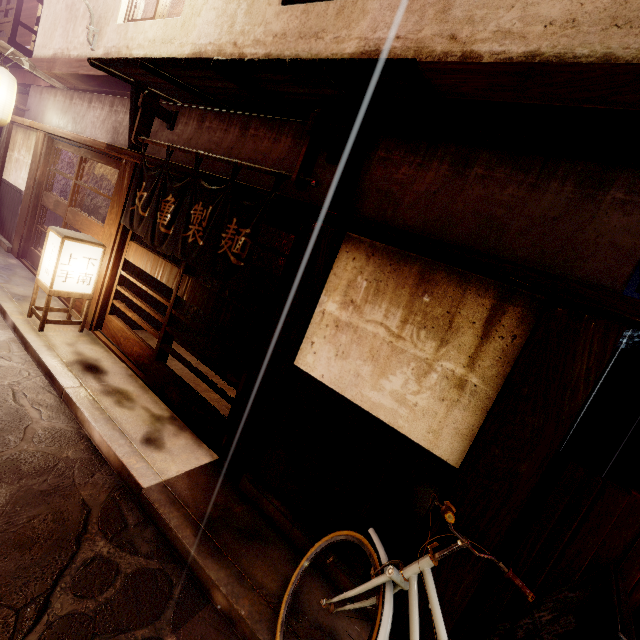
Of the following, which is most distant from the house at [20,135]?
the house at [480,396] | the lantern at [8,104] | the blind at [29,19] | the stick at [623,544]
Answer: the stick at [623,544]

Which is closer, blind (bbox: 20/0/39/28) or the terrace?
the terrace

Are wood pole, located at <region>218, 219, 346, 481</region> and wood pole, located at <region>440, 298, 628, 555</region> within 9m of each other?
yes

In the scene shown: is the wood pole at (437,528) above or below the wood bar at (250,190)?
below

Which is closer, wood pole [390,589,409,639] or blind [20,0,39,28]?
wood pole [390,589,409,639]

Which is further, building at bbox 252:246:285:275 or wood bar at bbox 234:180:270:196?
building at bbox 252:246:285:275

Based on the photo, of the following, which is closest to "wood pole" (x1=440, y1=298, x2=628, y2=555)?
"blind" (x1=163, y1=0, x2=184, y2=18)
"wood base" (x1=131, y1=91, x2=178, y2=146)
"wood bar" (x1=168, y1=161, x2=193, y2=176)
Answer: "wood bar" (x1=168, y1=161, x2=193, y2=176)

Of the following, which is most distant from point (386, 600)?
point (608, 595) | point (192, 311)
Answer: point (192, 311)
